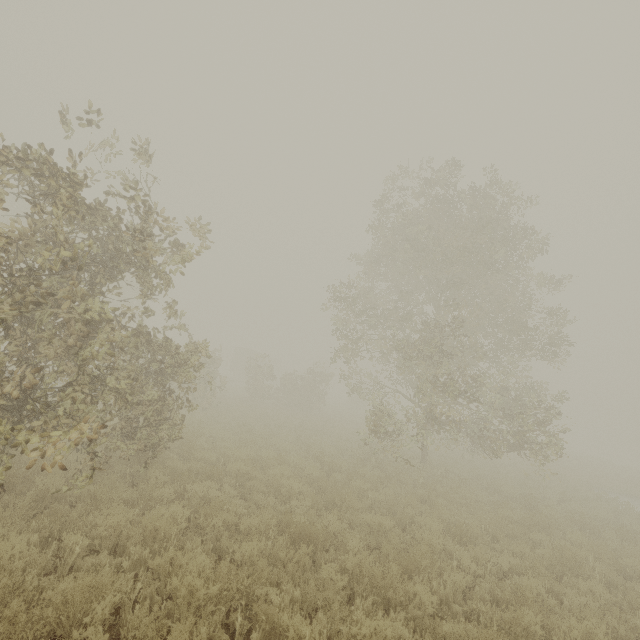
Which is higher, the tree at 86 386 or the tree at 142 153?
the tree at 142 153

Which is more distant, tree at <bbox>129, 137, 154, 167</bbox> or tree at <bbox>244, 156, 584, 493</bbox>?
tree at <bbox>244, 156, 584, 493</bbox>

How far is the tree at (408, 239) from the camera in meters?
12.8

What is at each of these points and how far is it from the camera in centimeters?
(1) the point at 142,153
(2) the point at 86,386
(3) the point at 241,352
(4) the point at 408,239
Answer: (1) tree, 690cm
(2) tree, 582cm
(3) boxcar, 4925cm
(4) tree, 1513cm

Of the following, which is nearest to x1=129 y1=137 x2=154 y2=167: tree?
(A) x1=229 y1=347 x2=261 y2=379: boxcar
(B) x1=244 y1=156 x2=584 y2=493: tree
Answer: (B) x1=244 y1=156 x2=584 y2=493: tree

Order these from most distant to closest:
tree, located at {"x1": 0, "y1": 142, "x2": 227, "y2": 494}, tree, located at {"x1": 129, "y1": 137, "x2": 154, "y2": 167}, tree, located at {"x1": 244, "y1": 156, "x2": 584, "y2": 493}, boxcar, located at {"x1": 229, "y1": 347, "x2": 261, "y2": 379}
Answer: boxcar, located at {"x1": 229, "y1": 347, "x2": 261, "y2": 379}, tree, located at {"x1": 244, "y1": 156, "x2": 584, "y2": 493}, tree, located at {"x1": 129, "y1": 137, "x2": 154, "y2": 167}, tree, located at {"x1": 0, "y1": 142, "x2": 227, "y2": 494}

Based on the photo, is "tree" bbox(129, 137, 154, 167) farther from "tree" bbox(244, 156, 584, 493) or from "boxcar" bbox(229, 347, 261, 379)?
"boxcar" bbox(229, 347, 261, 379)
